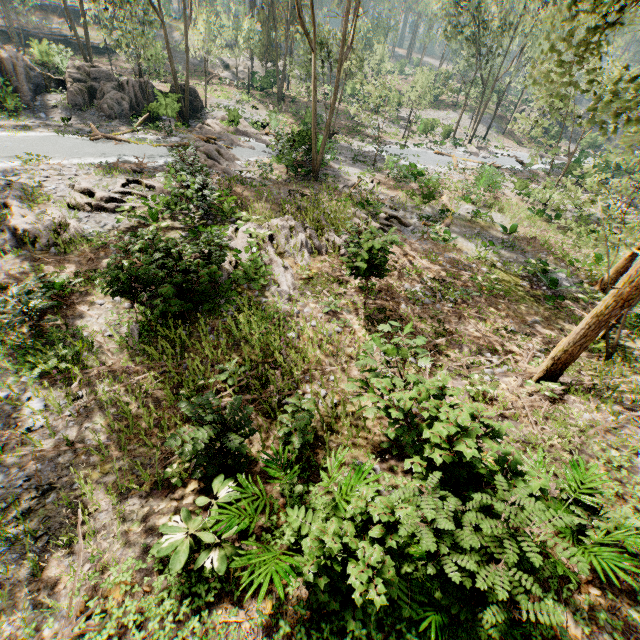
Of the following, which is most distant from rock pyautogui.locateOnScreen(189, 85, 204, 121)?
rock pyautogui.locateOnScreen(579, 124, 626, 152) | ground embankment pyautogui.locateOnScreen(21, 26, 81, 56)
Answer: rock pyautogui.locateOnScreen(579, 124, 626, 152)

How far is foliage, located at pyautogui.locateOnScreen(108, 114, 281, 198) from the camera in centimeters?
1480cm

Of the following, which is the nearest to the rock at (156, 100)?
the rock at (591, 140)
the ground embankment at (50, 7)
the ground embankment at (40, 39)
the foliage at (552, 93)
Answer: the foliage at (552, 93)

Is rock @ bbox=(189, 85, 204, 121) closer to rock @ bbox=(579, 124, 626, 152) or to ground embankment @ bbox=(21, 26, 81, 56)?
ground embankment @ bbox=(21, 26, 81, 56)

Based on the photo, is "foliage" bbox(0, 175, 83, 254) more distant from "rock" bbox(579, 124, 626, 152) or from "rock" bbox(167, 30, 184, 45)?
"rock" bbox(579, 124, 626, 152)

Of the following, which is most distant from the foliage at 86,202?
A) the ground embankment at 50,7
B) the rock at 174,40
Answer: the ground embankment at 50,7

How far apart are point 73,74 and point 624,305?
36.9 meters

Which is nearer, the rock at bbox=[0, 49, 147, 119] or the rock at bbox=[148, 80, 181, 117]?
the rock at bbox=[0, 49, 147, 119]
